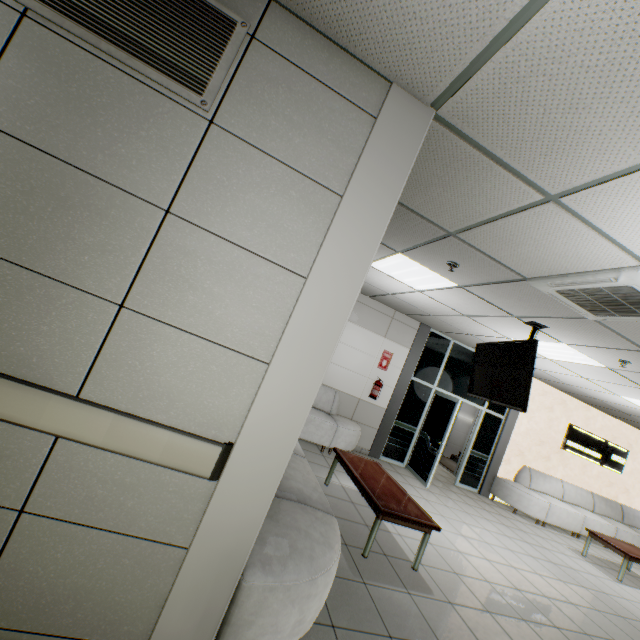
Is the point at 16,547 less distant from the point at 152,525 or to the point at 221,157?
the point at 152,525

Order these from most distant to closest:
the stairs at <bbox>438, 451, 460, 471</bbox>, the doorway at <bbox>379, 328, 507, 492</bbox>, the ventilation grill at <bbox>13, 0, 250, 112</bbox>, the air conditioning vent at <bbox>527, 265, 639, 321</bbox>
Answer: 1. the stairs at <bbox>438, 451, 460, 471</bbox>
2. the doorway at <bbox>379, 328, 507, 492</bbox>
3. the air conditioning vent at <bbox>527, 265, 639, 321</bbox>
4. the ventilation grill at <bbox>13, 0, 250, 112</bbox>

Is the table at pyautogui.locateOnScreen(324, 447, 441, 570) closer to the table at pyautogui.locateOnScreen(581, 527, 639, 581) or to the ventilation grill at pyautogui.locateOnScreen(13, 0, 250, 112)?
the ventilation grill at pyautogui.locateOnScreen(13, 0, 250, 112)

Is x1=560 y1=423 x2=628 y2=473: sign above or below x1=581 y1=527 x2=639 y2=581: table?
above

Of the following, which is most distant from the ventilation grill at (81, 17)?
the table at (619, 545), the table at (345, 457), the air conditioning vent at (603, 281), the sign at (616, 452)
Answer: the sign at (616, 452)

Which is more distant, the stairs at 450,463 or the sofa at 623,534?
the stairs at 450,463

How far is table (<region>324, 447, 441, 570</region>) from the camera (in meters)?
3.34

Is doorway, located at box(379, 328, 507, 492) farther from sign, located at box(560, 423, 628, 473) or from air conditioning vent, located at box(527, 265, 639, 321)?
air conditioning vent, located at box(527, 265, 639, 321)
